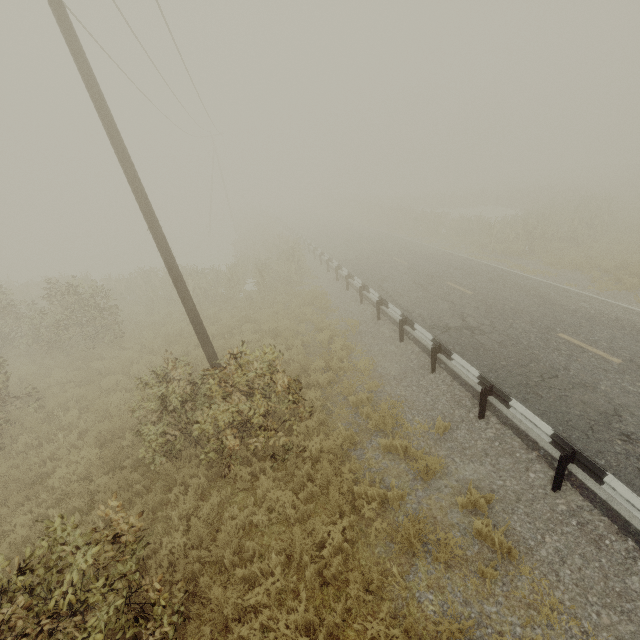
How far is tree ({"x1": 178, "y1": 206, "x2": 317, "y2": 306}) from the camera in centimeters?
1716cm

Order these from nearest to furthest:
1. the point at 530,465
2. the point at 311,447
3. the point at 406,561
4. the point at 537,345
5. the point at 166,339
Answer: the point at 406,561 < the point at 530,465 < the point at 311,447 < the point at 537,345 < the point at 166,339

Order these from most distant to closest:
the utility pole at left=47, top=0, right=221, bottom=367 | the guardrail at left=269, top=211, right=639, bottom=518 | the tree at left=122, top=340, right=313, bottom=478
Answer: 1. the tree at left=122, top=340, right=313, bottom=478
2. the utility pole at left=47, top=0, right=221, bottom=367
3. the guardrail at left=269, top=211, right=639, bottom=518

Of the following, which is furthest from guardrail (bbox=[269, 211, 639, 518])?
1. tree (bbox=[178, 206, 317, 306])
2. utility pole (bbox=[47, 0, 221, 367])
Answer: utility pole (bbox=[47, 0, 221, 367])

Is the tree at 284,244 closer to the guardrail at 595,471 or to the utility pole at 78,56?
the guardrail at 595,471

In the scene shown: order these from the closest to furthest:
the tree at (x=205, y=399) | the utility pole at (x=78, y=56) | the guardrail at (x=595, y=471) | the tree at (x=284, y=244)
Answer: the guardrail at (x=595, y=471)
the utility pole at (x=78, y=56)
the tree at (x=205, y=399)
the tree at (x=284, y=244)

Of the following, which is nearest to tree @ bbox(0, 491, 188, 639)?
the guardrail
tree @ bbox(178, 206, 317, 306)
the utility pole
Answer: the guardrail
